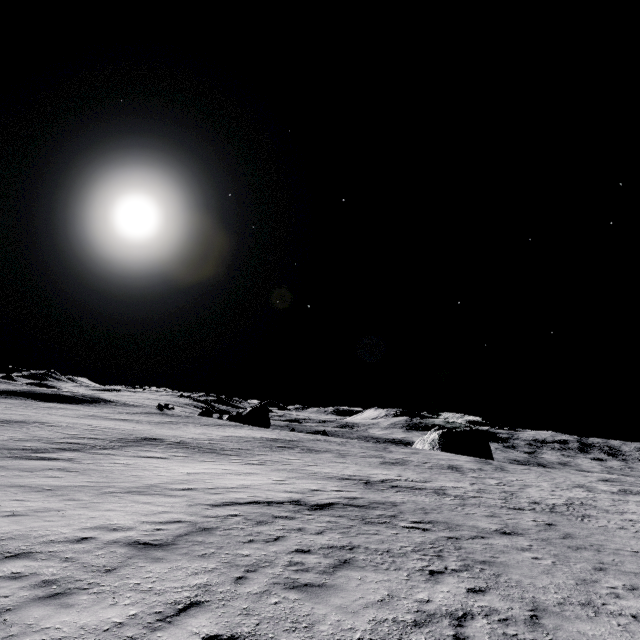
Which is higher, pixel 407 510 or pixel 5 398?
pixel 407 510

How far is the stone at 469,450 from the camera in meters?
58.8

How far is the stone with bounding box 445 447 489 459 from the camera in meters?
58.8 m
